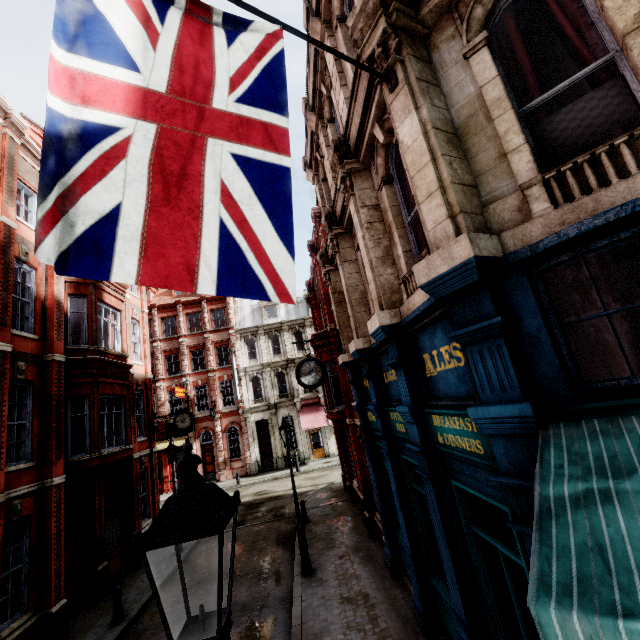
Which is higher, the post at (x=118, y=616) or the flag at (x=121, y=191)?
the flag at (x=121, y=191)

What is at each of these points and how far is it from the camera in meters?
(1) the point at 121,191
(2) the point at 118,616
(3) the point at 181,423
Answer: (1) flag, 2.3 m
(2) post, 9.6 m
(3) clock, 17.7 m

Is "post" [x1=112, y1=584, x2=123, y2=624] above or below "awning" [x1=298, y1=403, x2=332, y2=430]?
below

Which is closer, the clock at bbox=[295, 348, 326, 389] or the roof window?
the clock at bbox=[295, 348, 326, 389]

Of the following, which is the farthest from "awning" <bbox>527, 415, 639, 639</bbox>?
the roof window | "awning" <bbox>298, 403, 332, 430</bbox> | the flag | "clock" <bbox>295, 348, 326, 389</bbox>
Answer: "awning" <bbox>298, 403, 332, 430</bbox>

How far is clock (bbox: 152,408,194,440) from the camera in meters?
17.7

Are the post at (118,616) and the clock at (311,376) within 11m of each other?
yes

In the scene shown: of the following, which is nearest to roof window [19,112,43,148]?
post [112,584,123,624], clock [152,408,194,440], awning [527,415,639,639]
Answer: clock [152,408,194,440]
